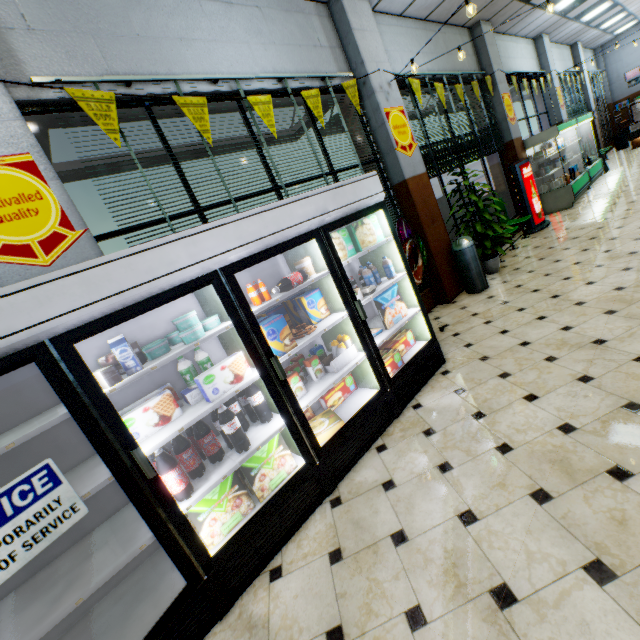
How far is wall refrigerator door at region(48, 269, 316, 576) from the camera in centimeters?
172cm

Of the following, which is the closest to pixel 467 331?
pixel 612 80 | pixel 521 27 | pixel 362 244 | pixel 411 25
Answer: pixel 362 244

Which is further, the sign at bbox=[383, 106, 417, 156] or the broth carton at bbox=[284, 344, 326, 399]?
the sign at bbox=[383, 106, 417, 156]

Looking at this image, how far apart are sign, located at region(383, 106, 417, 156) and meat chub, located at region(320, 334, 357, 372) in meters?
3.6 m

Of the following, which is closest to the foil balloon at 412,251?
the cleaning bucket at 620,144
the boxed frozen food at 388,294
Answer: the boxed frozen food at 388,294

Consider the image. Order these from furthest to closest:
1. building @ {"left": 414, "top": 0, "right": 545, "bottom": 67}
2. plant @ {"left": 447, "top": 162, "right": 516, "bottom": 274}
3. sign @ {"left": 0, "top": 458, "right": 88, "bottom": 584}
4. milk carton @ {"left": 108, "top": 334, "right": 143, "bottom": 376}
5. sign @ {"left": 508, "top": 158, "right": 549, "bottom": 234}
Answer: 1. sign @ {"left": 508, "top": 158, "right": 549, "bottom": 234}
2. building @ {"left": 414, "top": 0, "right": 545, "bottom": 67}
3. plant @ {"left": 447, "top": 162, "right": 516, "bottom": 274}
4. milk carton @ {"left": 108, "top": 334, "right": 143, "bottom": 376}
5. sign @ {"left": 0, "top": 458, "right": 88, "bottom": 584}

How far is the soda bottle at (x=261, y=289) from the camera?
2.56m

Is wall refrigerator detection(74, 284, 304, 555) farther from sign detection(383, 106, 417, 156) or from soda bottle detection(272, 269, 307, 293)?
sign detection(383, 106, 417, 156)
